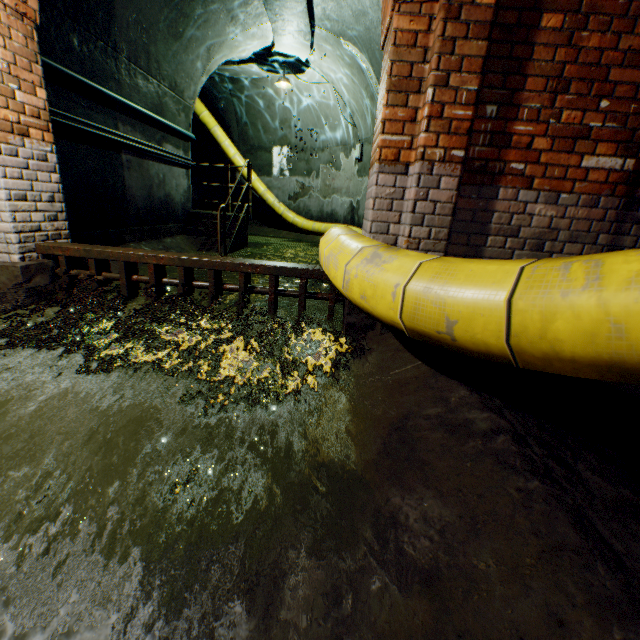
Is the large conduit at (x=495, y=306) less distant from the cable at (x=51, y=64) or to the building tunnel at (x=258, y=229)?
the building tunnel at (x=258, y=229)

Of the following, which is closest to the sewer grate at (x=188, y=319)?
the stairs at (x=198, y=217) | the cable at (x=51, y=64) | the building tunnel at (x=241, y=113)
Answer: the building tunnel at (x=241, y=113)

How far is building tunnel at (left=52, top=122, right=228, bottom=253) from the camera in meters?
4.4 m

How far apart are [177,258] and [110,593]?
2.5m

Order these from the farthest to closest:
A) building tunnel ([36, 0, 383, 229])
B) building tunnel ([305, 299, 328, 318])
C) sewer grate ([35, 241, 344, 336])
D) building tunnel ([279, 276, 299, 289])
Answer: building tunnel ([279, 276, 299, 289]), building tunnel ([36, 0, 383, 229]), building tunnel ([305, 299, 328, 318]), sewer grate ([35, 241, 344, 336])

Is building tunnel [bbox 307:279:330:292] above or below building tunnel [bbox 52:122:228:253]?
below
